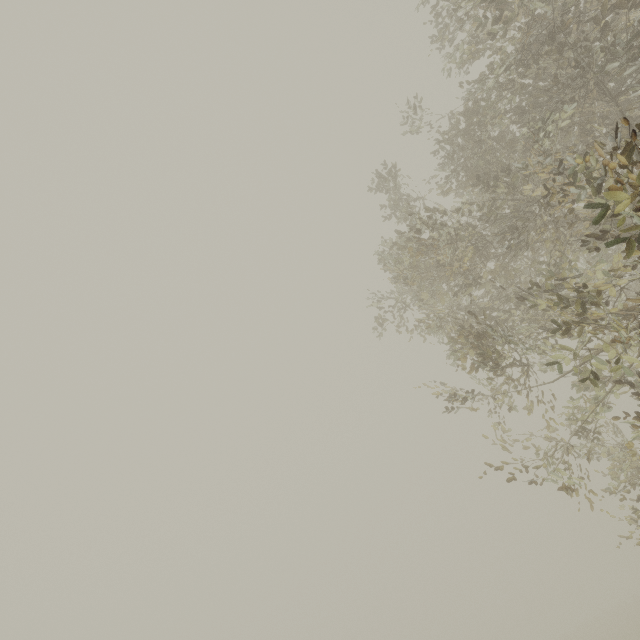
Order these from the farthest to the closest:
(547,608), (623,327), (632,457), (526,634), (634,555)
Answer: (547,608) → (634,555) → (526,634) → (632,457) → (623,327)
